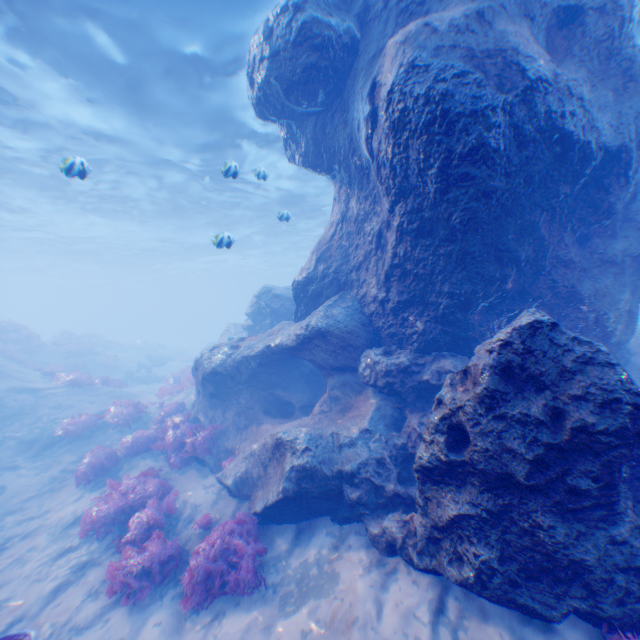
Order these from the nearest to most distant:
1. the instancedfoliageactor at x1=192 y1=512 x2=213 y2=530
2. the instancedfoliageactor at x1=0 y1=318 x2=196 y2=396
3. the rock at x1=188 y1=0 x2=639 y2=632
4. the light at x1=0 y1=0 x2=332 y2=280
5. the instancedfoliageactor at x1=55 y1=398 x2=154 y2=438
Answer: the rock at x1=188 y1=0 x2=639 y2=632 → the instancedfoliageactor at x1=192 y1=512 x2=213 y2=530 → the light at x1=0 y1=0 x2=332 y2=280 → the instancedfoliageactor at x1=55 y1=398 x2=154 y2=438 → the instancedfoliageactor at x1=0 y1=318 x2=196 y2=396

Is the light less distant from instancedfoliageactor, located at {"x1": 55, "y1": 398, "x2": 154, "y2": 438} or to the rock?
the rock

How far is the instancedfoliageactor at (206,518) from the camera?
7.1m

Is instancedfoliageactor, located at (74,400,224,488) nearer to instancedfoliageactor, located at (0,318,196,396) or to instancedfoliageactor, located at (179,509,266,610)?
instancedfoliageactor, located at (179,509,266,610)

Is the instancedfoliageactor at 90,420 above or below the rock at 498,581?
below

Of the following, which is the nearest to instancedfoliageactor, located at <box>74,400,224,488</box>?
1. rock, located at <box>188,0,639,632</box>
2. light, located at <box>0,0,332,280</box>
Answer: rock, located at <box>188,0,639,632</box>

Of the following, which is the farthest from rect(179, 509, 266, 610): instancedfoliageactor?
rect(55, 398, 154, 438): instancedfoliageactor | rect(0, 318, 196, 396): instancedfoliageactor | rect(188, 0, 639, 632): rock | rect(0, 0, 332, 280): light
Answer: rect(0, 318, 196, 396): instancedfoliageactor

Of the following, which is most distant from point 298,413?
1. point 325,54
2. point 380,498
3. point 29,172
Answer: point 29,172
